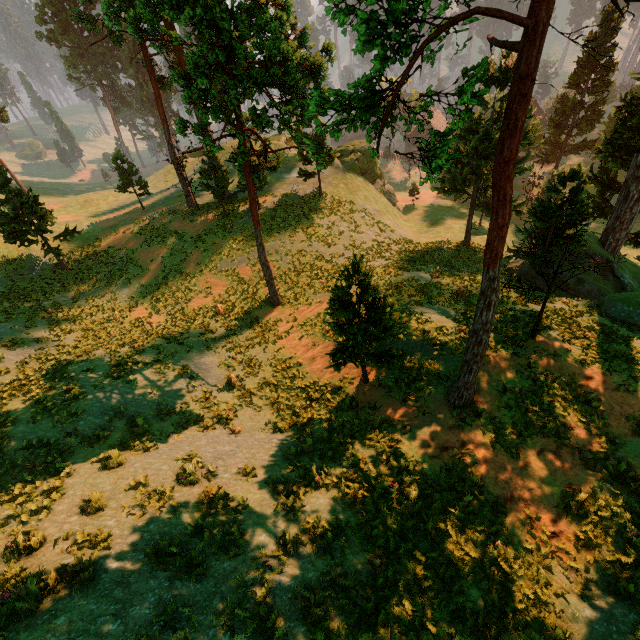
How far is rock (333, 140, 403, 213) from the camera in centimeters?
4184cm

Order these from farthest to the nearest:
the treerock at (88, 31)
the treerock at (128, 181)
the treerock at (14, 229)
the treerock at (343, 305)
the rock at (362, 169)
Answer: the rock at (362, 169), the treerock at (128, 181), the treerock at (14, 229), the treerock at (88, 31), the treerock at (343, 305)

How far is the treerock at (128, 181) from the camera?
33.6m

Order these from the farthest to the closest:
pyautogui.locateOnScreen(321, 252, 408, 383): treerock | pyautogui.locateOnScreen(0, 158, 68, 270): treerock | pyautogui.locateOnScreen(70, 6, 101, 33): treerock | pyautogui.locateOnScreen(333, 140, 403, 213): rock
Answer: pyautogui.locateOnScreen(333, 140, 403, 213): rock, pyautogui.locateOnScreen(0, 158, 68, 270): treerock, pyautogui.locateOnScreen(70, 6, 101, 33): treerock, pyautogui.locateOnScreen(321, 252, 408, 383): treerock

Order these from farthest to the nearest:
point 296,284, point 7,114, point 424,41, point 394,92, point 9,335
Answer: point 7,114 → point 296,284 → point 9,335 → point 394,92 → point 424,41

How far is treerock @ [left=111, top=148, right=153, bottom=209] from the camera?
33.6m
